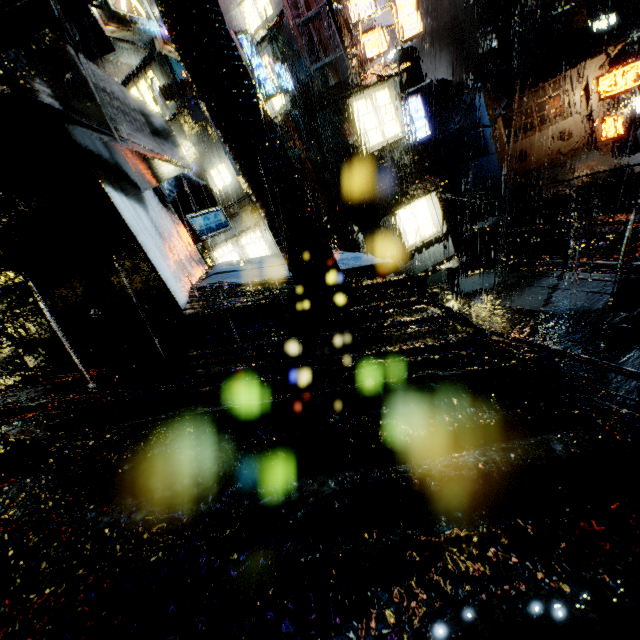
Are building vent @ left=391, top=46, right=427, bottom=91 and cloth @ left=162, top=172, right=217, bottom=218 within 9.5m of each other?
no

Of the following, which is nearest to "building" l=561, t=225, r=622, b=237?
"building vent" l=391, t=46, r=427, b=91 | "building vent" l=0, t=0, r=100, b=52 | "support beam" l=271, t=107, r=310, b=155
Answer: "building vent" l=0, t=0, r=100, b=52

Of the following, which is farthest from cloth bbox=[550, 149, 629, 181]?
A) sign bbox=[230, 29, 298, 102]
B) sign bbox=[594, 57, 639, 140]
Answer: sign bbox=[230, 29, 298, 102]

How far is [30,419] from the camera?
1.8 meters

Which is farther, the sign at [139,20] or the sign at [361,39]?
the sign at [361,39]

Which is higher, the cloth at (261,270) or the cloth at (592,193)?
the cloth at (261,270)

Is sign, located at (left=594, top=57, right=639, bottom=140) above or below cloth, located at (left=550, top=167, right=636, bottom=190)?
above

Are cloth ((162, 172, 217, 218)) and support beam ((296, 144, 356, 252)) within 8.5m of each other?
yes
